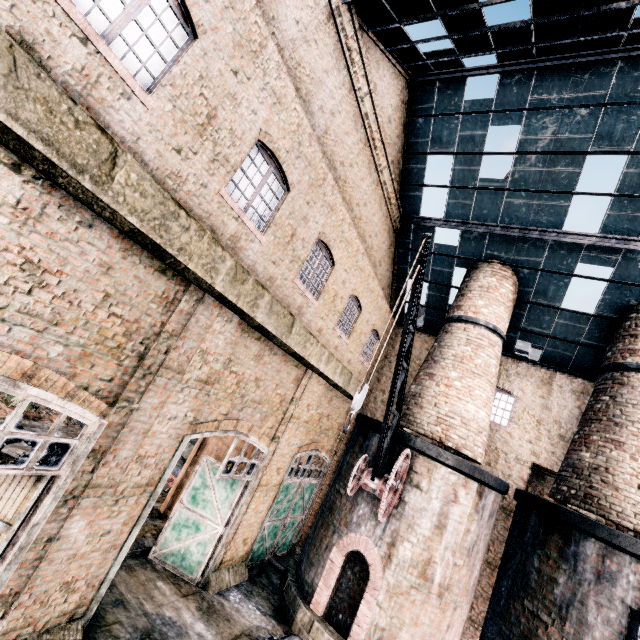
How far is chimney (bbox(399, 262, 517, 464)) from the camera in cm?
1248

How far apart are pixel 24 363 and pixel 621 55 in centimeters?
1785cm

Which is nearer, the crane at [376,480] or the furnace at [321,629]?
the crane at [376,480]

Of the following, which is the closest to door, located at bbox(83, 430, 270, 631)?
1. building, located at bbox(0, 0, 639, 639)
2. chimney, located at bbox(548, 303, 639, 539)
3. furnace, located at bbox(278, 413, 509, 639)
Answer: building, located at bbox(0, 0, 639, 639)

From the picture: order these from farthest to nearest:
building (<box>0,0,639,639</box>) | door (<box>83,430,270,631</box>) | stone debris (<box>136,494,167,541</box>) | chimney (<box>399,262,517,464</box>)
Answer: chimney (<box>399,262,517,464</box>) → stone debris (<box>136,494,167,541</box>) → door (<box>83,430,270,631</box>) → building (<box>0,0,639,639</box>)

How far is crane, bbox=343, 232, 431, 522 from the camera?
7.3m

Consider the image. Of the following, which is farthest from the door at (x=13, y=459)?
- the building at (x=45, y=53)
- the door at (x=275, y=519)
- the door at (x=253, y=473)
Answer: the door at (x=275, y=519)

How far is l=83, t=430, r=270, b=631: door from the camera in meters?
8.0 m
